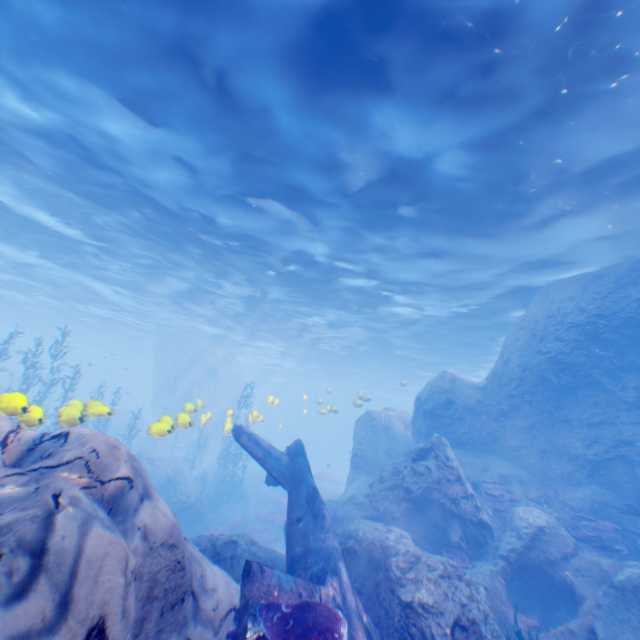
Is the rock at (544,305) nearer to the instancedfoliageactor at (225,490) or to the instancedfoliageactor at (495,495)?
the instancedfoliageactor at (495,495)

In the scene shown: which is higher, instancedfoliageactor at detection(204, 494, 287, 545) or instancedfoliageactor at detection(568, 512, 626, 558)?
instancedfoliageactor at detection(568, 512, 626, 558)

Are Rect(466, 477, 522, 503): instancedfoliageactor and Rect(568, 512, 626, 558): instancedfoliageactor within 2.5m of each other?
yes

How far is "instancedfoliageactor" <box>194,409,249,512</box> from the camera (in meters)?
21.94

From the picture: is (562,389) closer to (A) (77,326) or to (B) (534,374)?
(B) (534,374)

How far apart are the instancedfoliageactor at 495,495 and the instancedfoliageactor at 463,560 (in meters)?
3.02

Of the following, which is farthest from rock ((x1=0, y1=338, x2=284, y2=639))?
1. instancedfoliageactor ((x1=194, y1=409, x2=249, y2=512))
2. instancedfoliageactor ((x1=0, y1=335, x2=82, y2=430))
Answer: instancedfoliageactor ((x1=194, y1=409, x2=249, y2=512))

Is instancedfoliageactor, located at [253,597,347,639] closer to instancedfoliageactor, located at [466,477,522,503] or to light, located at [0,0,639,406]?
light, located at [0,0,639,406]
